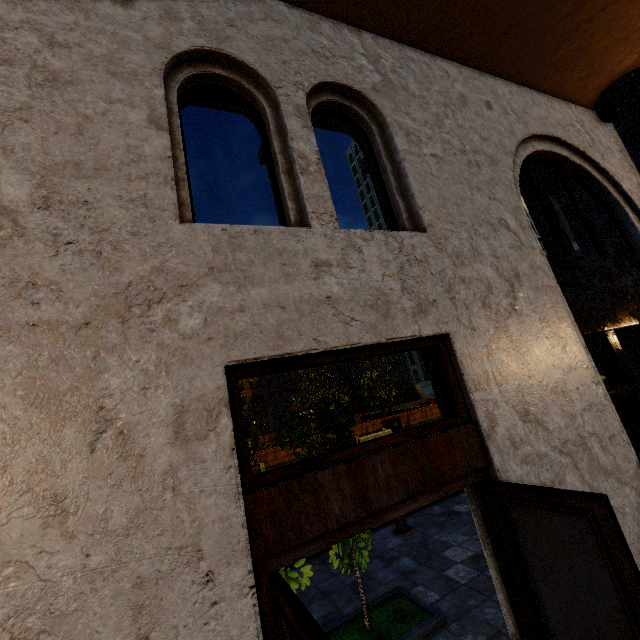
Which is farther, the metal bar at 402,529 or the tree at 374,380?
the tree at 374,380

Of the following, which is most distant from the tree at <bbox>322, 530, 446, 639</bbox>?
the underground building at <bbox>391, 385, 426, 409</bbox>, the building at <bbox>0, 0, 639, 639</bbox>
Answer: the building at <bbox>0, 0, 639, 639</bbox>

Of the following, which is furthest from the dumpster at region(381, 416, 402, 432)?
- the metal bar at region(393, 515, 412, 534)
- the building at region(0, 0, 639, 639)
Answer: the building at region(0, 0, 639, 639)

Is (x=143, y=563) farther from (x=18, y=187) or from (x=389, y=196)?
(x=389, y=196)

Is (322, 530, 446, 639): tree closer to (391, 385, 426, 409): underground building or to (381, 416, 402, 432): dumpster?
(391, 385, 426, 409): underground building

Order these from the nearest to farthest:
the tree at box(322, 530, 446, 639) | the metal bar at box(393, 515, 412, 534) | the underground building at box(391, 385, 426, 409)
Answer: the tree at box(322, 530, 446, 639) < the metal bar at box(393, 515, 412, 534) < the underground building at box(391, 385, 426, 409)

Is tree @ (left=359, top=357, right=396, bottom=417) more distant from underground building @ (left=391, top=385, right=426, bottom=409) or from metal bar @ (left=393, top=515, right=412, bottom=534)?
metal bar @ (left=393, top=515, right=412, bottom=534)

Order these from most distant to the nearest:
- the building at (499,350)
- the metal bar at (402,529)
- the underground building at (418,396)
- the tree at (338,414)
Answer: the underground building at (418,396) → the metal bar at (402,529) → the tree at (338,414) → the building at (499,350)
